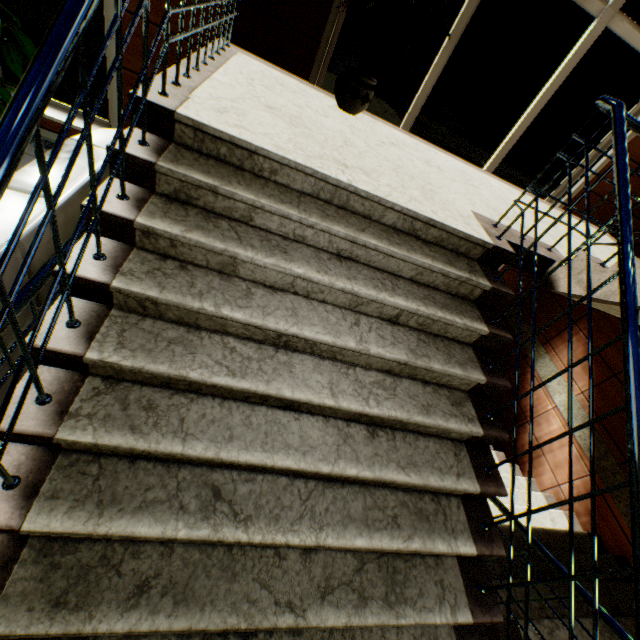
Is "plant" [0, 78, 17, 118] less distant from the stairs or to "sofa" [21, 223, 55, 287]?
"sofa" [21, 223, 55, 287]

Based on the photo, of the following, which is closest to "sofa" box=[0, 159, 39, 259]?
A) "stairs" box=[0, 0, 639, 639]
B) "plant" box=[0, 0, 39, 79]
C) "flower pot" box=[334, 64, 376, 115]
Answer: "stairs" box=[0, 0, 639, 639]

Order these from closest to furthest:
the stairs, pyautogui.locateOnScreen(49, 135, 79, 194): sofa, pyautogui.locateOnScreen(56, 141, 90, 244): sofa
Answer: the stairs, pyautogui.locateOnScreen(56, 141, 90, 244): sofa, pyautogui.locateOnScreen(49, 135, 79, 194): sofa

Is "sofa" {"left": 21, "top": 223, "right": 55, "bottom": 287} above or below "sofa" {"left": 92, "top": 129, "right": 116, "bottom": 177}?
above

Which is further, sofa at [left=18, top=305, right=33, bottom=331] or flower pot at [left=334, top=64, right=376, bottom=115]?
flower pot at [left=334, top=64, right=376, bottom=115]

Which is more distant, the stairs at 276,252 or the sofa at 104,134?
the sofa at 104,134

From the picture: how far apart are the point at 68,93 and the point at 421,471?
5.4m

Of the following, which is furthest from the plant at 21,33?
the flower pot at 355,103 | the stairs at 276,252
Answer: the flower pot at 355,103
